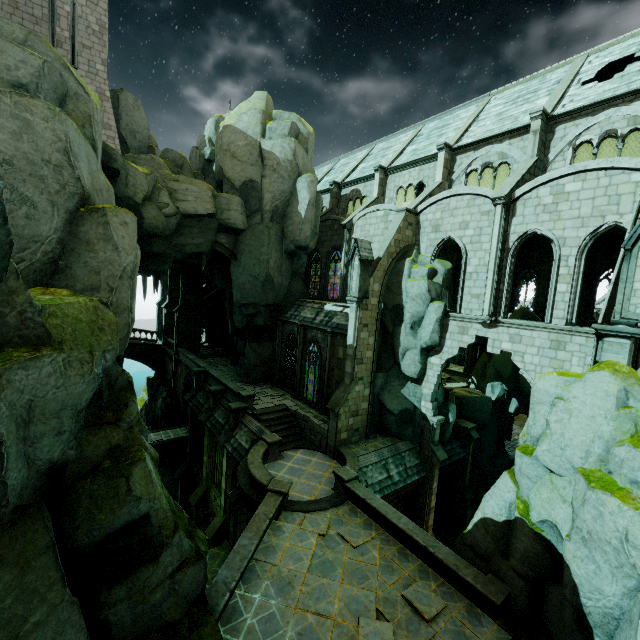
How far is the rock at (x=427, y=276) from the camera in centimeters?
1919cm

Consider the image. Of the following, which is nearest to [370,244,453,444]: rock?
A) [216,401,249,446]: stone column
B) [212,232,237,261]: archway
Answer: [216,401,249,446]: stone column

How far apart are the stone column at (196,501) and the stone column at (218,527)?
2.9m

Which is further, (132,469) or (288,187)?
(288,187)

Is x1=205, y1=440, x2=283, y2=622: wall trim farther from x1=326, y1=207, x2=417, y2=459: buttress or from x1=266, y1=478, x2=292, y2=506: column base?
x1=326, y1=207, x2=417, y2=459: buttress

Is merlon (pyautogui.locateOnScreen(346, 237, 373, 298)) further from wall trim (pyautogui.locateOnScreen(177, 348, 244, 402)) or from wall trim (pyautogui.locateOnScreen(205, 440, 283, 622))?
wall trim (pyautogui.locateOnScreen(205, 440, 283, 622))

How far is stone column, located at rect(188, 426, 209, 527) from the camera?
24.7 meters

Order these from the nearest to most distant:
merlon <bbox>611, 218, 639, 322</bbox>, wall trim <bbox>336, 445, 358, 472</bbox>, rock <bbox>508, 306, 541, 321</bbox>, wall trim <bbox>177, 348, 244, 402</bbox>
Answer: merlon <bbox>611, 218, 639, 322</bbox> < wall trim <bbox>336, 445, 358, 472</bbox> < wall trim <bbox>177, 348, 244, 402</bbox> < rock <bbox>508, 306, 541, 321</bbox>
